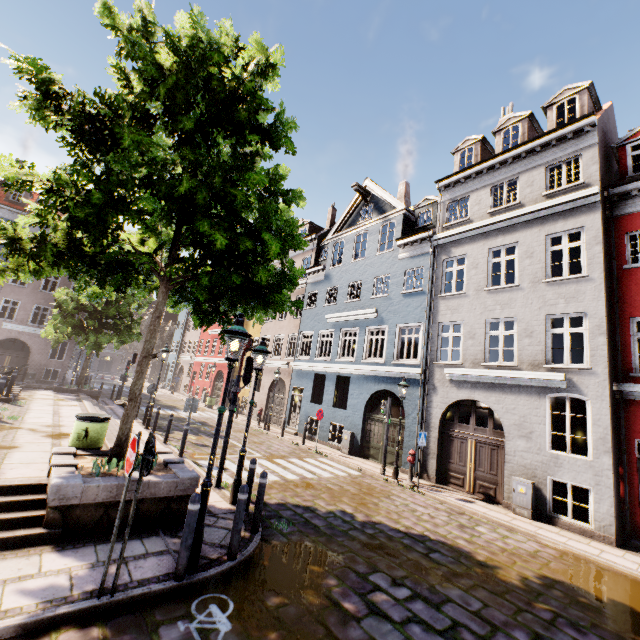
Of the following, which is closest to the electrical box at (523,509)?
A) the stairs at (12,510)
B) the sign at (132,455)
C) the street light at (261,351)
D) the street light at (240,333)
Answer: the street light at (261,351)

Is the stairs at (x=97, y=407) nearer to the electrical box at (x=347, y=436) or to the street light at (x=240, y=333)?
the street light at (x=240, y=333)

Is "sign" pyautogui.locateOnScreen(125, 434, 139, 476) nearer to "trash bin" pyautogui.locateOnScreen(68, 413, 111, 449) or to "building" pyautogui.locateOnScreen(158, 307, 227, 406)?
"trash bin" pyautogui.locateOnScreen(68, 413, 111, 449)

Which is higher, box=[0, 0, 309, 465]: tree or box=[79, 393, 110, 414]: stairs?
box=[0, 0, 309, 465]: tree

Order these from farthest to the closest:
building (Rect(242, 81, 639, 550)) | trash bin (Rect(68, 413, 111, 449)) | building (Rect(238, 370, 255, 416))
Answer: building (Rect(238, 370, 255, 416)) < building (Rect(242, 81, 639, 550)) < trash bin (Rect(68, 413, 111, 449))

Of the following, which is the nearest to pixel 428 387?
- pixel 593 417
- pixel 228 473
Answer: pixel 593 417

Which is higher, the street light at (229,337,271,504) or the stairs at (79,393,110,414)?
the street light at (229,337,271,504)

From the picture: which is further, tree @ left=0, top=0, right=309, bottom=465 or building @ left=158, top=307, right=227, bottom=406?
building @ left=158, top=307, right=227, bottom=406
